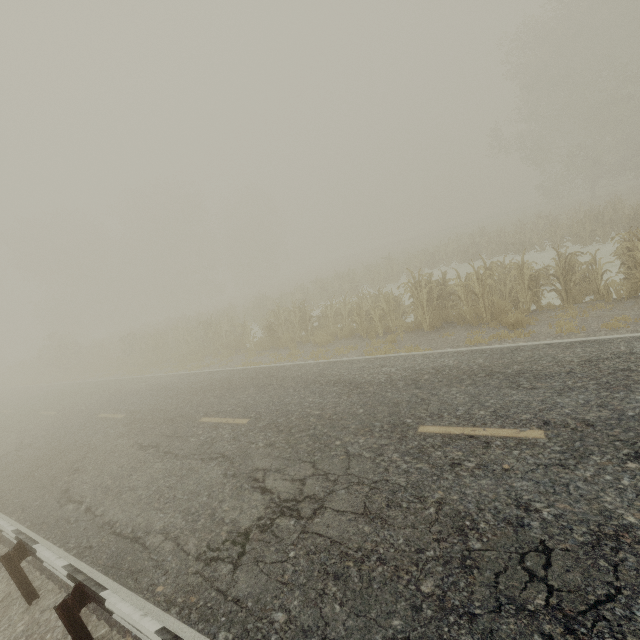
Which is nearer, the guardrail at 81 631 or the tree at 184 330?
the guardrail at 81 631

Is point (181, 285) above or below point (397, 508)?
above

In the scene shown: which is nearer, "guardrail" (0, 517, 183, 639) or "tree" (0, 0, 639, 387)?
"guardrail" (0, 517, 183, 639)
